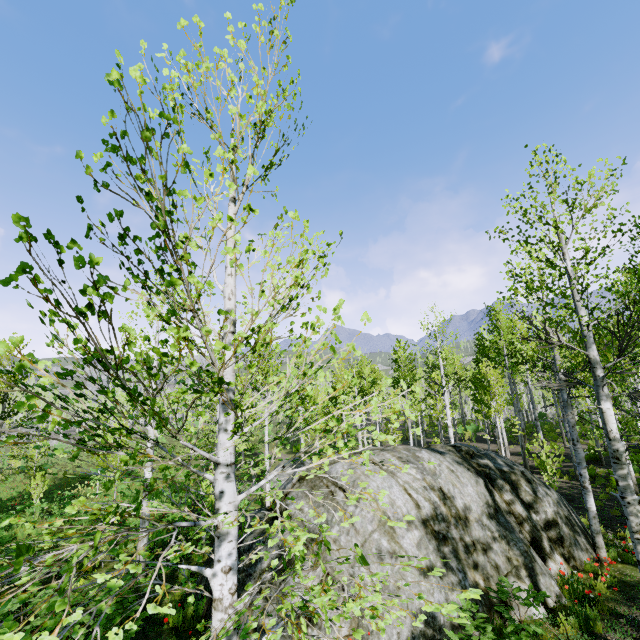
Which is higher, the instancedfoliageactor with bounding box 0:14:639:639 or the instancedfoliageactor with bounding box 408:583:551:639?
the instancedfoliageactor with bounding box 0:14:639:639

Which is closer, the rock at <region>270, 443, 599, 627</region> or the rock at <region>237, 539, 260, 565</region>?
the rock at <region>270, 443, 599, 627</region>

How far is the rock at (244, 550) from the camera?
7.8m

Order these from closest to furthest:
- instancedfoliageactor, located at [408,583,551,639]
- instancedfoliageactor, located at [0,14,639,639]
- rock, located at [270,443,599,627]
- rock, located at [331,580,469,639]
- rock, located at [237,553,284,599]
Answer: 1. instancedfoliageactor, located at [408,583,551,639]
2. instancedfoliageactor, located at [0,14,639,639]
3. rock, located at [331,580,469,639]
4. rock, located at [270,443,599,627]
5. rock, located at [237,553,284,599]

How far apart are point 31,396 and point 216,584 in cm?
197

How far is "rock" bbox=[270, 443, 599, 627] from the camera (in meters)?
6.90

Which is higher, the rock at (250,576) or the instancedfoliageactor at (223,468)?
the instancedfoliageactor at (223,468)

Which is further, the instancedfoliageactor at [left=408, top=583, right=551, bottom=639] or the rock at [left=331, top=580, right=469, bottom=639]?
the rock at [left=331, top=580, right=469, bottom=639]
